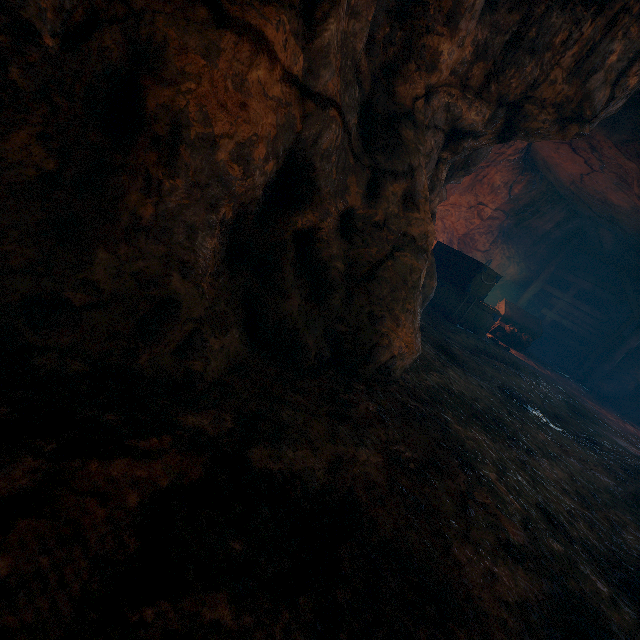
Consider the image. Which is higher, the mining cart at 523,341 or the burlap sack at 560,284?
the burlap sack at 560,284

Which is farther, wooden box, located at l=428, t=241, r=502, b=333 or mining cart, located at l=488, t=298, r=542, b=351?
mining cart, located at l=488, t=298, r=542, b=351

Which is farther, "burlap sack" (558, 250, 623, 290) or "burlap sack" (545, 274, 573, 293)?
"burlap sack" (545, 274, 573, 293)

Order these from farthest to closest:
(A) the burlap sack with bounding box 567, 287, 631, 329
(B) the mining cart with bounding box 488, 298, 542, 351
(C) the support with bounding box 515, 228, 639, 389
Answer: (A) the burlap sack with bounding box 567, 287, 631, 329, (C) the support with bounding box 515, 228, 639, 389, (B) the mining cart with bounding box 488, 298, 542, 351

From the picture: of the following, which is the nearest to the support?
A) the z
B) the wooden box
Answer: the wooden box

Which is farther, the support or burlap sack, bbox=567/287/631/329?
burlap sack, bbox=567/287/631/329

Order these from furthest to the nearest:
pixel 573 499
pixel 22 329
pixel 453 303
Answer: pixel 453 303
pixel 573 499
pixel 22 329

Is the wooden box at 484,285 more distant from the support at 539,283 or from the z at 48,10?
the z at 48,10
